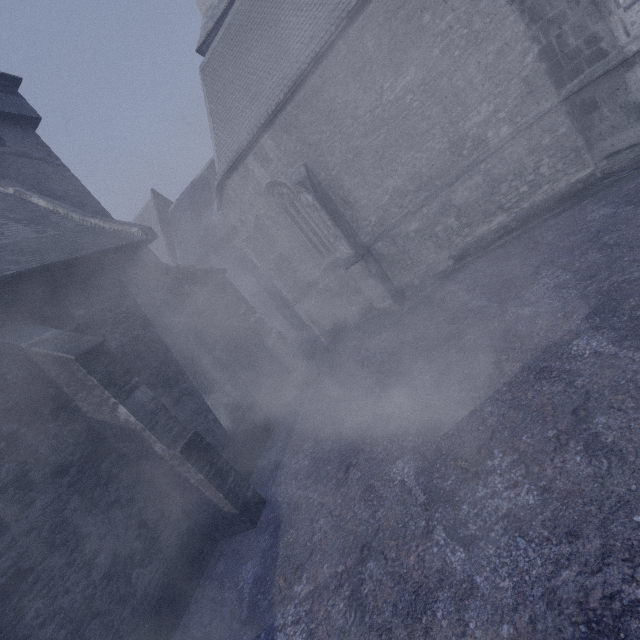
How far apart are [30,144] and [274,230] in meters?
9.2 m
